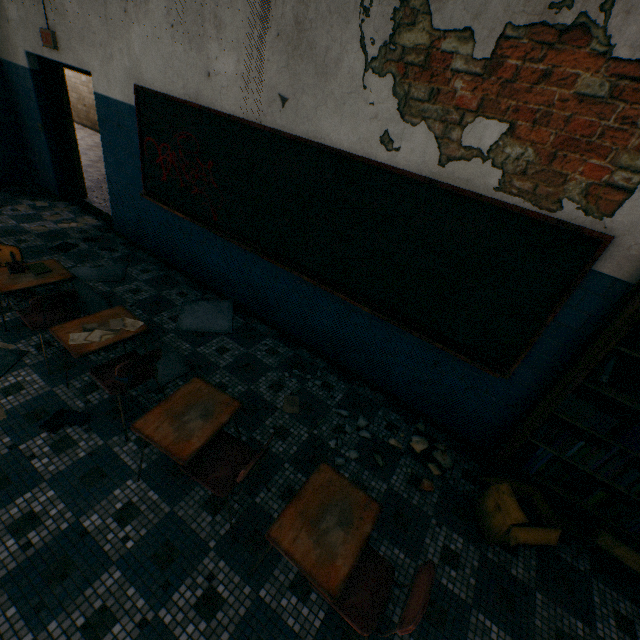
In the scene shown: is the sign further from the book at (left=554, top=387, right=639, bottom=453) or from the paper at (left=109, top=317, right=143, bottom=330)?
the book at (left=554, top=387, right=639, bottom=453)

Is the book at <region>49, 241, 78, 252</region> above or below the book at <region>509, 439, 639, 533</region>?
below

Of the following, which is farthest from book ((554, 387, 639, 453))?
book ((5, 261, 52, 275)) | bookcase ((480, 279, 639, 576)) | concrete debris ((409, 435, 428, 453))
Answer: book ((5, 261, 52, 275))

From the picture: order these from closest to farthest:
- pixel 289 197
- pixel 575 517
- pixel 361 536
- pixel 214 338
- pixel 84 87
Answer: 1. pixel 361 536
2. pixel 575 517
3. pixel 289 197
4. pixel 214 338
5. pixel 84 87

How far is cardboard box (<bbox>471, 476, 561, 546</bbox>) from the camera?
2.35m

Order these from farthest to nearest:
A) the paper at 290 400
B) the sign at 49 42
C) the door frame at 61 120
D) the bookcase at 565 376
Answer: Answer: the door frame at 61 120 < the sign at 49 42 < the paper at 290 400 < the bookcase at 565 376

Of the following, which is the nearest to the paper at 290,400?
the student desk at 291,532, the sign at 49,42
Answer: the student desk at 291,532

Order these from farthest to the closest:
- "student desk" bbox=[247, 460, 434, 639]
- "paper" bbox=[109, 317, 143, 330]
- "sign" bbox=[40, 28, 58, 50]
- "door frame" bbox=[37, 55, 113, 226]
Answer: "door frame" bbox=[37, 55, 113, 226], "sign" bbox=[40, 28, 58, 50], "paper" bbox=[109, 317, 143, 330], "student desk" bbox=[247, 460, 434, 639]
